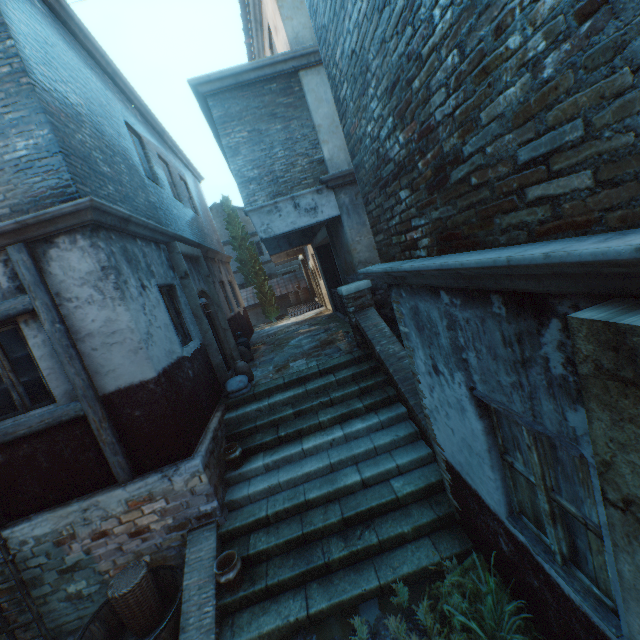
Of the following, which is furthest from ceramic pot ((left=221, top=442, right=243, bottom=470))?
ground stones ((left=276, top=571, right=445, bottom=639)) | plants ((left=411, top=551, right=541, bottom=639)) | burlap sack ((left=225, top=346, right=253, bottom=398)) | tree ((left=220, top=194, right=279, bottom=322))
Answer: tree ((left=220, top=194, right=279, bottom=322))

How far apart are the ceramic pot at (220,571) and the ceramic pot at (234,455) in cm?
139

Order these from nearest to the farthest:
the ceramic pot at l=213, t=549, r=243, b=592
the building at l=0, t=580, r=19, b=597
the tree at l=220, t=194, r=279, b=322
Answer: the ceramic pot at l=213, t=549, r=243, b=592 < the building at l=0, t=580, r=19, b=597 < the tree at l=220, t=194, r=279, b=322

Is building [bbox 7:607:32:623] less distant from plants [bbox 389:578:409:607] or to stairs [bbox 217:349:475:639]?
stairs [bbox 217:349:475:639]

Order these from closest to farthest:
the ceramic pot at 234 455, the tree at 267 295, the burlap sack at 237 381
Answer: the ceramic pot at 234 455, the burlap sack at 237 381, the tree at 267 295

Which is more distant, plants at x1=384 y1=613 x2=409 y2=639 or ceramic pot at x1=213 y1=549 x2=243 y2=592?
ceramic pot at x1=213 y1=549 x2=243 y2=592

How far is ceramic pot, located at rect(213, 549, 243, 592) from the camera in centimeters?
428cm

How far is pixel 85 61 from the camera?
6.3m
